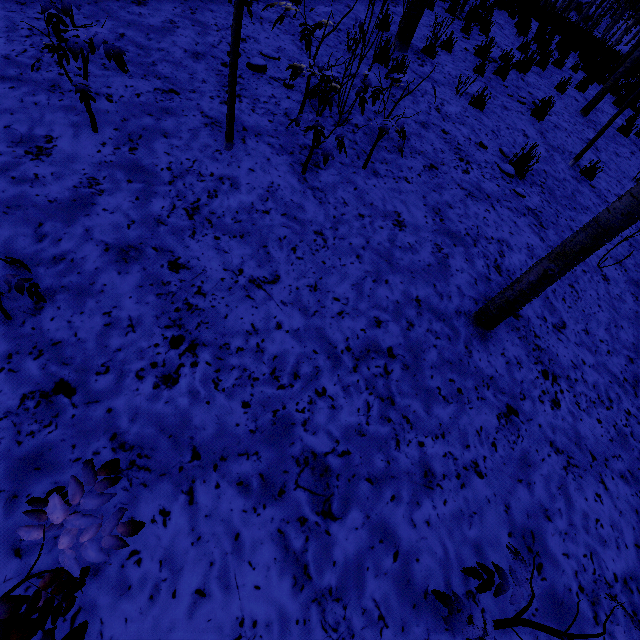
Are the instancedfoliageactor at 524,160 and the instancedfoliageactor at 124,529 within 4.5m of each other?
no

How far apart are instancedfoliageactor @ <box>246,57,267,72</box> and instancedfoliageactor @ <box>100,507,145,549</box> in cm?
442

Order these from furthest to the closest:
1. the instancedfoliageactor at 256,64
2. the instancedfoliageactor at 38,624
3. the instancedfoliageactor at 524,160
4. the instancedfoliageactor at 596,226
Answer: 1. the instancedfoliageactor at 524,160
2. the instancedfoliageactor at 256,64
3. the instancedfoliageactor at 596,226
4. the instancedfoliageactor at 38,624

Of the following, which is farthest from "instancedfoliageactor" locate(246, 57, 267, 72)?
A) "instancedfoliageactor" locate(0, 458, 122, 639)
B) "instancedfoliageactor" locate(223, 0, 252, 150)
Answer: "instancedfoliageactor" locate(0, 458, 122, 639)

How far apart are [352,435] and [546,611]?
1.5 meters

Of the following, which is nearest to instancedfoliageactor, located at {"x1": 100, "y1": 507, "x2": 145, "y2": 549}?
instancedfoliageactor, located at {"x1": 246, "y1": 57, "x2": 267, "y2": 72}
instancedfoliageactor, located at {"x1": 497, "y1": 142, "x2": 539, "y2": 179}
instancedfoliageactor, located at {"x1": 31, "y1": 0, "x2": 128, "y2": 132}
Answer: instancedfoliageactor, located at {"x1": 31, "y1": 0, "x2": 128, "y2": 132}

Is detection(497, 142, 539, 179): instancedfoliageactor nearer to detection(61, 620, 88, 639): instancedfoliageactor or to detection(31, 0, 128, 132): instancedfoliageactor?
detection(31, 0, 128, 132): instancedfoliageactor

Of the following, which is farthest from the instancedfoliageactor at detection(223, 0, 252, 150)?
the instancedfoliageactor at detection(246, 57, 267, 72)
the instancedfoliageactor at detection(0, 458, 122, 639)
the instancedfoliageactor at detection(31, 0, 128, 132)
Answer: the instancedfoliageactor at detection(0, 458, 122, 639)
